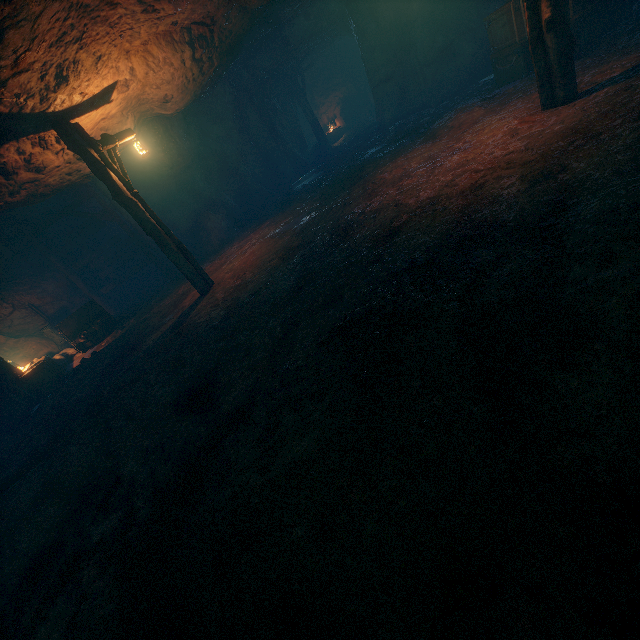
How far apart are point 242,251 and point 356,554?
9.6 meters

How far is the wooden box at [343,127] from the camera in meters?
22.4

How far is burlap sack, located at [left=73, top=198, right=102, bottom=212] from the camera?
13.2m

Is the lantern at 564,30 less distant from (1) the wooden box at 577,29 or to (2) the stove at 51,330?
(1) the wooden box at 577,29

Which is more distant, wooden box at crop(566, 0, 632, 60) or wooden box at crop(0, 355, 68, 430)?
wooden box at crop(0, 355, 68, 430)

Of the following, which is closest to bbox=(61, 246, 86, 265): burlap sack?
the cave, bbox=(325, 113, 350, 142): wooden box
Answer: the cave

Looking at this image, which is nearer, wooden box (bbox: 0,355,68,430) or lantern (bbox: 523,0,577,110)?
lantern (bbox: 523,0,577,110)

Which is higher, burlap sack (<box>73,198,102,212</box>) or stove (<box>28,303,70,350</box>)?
burlap sack (<box>73,198,102,212</box>)
